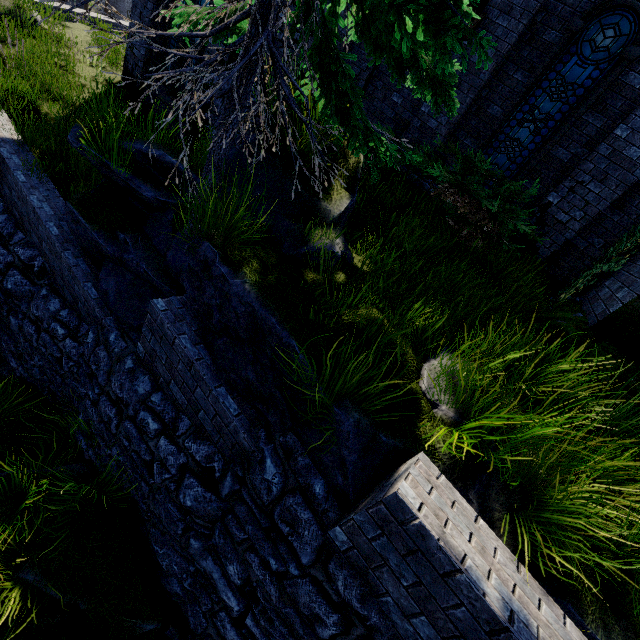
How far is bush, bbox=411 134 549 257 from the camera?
5.1 meters

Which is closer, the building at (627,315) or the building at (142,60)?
the building at (627,315)

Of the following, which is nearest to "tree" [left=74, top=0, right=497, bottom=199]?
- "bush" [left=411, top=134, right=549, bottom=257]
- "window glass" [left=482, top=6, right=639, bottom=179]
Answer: "bush" [left=411, top=134, right=549, bottom=257]

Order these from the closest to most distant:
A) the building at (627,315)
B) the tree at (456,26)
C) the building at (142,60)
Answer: the tree at (456,26) → the building at (627,315) → the building at (142,60)

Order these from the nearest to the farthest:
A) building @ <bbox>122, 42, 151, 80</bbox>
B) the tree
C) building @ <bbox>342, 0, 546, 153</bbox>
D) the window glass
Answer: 1. the tree
2. the window glass
3. building @ <bbox>342, 0, 546, 153</bbox>
4. building @ <bbox>122, 42, 151, 80</bbox>

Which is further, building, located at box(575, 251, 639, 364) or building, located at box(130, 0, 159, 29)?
building, located at box(130, 0, 159, 29)

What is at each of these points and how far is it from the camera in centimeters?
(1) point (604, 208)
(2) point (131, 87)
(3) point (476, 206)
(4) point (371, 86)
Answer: (1) building, 665cm
(2) building, 1055cm
(3) bush, 567cm
(4) building, 910cm

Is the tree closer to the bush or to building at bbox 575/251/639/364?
the bush
